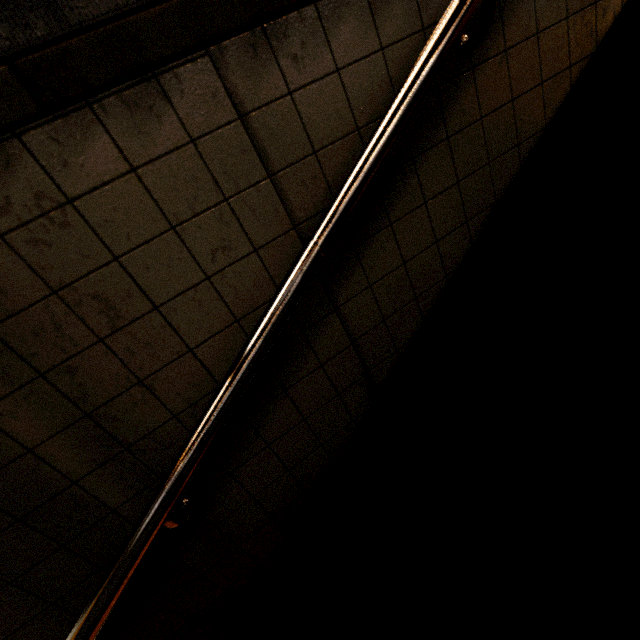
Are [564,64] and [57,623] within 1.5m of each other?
no
